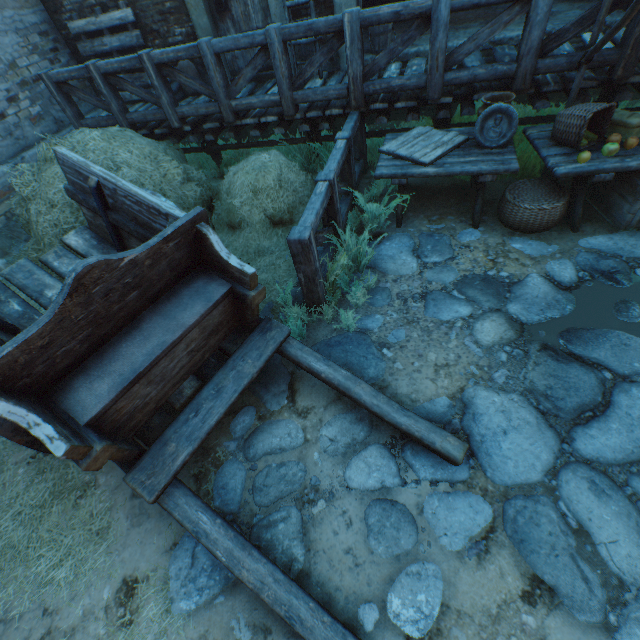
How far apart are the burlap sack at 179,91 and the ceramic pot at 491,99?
5.45m

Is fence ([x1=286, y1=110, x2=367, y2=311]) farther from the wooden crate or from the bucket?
the bucket

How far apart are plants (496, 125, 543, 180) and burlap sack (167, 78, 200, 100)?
5.0 meters

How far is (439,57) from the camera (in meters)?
3.83

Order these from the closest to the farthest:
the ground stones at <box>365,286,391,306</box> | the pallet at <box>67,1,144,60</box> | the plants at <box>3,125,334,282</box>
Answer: the ground stones at <box>365,286,391,306</box>, the plants at <box>3,125,334,282</box>, the pallet at <box>67,1,144,60</box>

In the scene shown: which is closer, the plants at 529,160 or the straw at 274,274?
the straw at 274,274

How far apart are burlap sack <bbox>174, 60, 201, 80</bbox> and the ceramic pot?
5.45m

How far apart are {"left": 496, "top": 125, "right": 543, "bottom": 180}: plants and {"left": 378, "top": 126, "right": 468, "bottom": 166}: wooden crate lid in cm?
71
